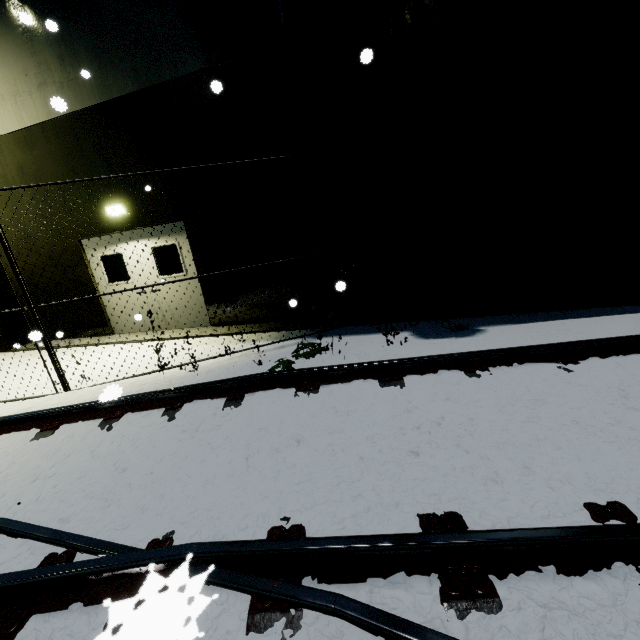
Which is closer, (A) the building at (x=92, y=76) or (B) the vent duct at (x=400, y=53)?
(B) the vent duct at (x=400, y=53)

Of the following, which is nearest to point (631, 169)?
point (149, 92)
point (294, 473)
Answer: point (294, 473)

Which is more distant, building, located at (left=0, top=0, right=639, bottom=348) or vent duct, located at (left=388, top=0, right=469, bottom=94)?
building, located at (left=0, top=0, right=639, bottom=348)
